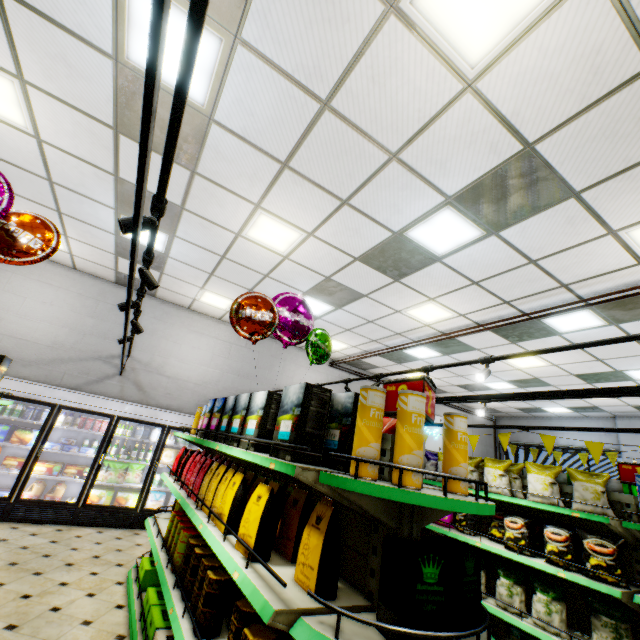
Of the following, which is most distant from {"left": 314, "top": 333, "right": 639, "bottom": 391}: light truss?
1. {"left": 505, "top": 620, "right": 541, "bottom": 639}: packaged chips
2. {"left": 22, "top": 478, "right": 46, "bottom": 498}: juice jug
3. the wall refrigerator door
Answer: {"left": 505, "top": 620, "right": 541, "bottom": 639}: packaged chips

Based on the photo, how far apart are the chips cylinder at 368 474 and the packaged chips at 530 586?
3.4m

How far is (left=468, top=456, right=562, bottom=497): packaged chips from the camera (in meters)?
3.73

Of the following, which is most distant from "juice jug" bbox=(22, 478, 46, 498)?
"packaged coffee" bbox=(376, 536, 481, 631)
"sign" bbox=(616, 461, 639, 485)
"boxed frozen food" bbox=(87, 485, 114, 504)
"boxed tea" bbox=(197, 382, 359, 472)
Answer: "sign" bbox=(616, 461, 639, 485)

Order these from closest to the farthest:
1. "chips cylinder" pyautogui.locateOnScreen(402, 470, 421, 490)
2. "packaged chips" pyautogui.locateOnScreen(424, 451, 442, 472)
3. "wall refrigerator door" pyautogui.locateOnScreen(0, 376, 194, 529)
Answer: A: "chips cylinder" pyautogui.locateOnScreen(402, 470, 421, 490) → "packaged chips" pyautogui.locateOnScreen(424, 451, 442, 472) → "wall refrigerator door" pyautogui.locateOnScreen(0, 376, 194, 529)

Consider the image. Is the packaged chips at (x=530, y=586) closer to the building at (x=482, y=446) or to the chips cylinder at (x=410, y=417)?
the building at (x=482, y=446)

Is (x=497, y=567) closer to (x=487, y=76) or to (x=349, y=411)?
(x=349, y=411)

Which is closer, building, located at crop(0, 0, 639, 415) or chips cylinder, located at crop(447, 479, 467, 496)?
chips cylinder, located at crop(447, 479, 467, 496)
